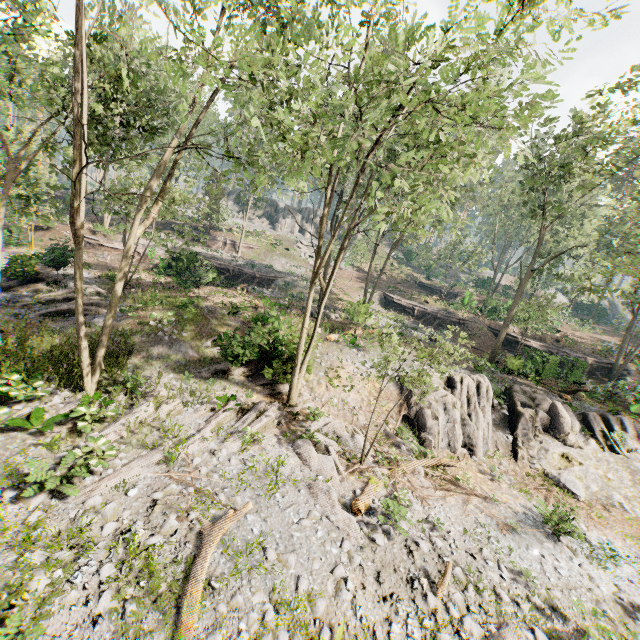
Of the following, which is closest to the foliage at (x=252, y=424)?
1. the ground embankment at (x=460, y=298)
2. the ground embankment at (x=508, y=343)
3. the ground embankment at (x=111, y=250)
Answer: the ground embankment at (x=508, y=343)

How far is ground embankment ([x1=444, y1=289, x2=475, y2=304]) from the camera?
39.0 meters

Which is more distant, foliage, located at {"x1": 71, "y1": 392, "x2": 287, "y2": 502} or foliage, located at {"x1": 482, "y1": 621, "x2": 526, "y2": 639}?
foliage, located at {"x1": 71, "y1": 392, "x2": 287, "y2": 502}

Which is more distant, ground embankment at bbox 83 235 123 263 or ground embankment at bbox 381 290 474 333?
ground embankment at bbox 381 290 474 333

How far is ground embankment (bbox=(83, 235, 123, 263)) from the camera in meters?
29.2 m

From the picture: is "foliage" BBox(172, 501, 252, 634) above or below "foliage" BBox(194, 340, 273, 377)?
below

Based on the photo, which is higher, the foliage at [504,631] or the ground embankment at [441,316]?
the ground embankment at [441,316]

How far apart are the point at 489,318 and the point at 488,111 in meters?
29.8 m
